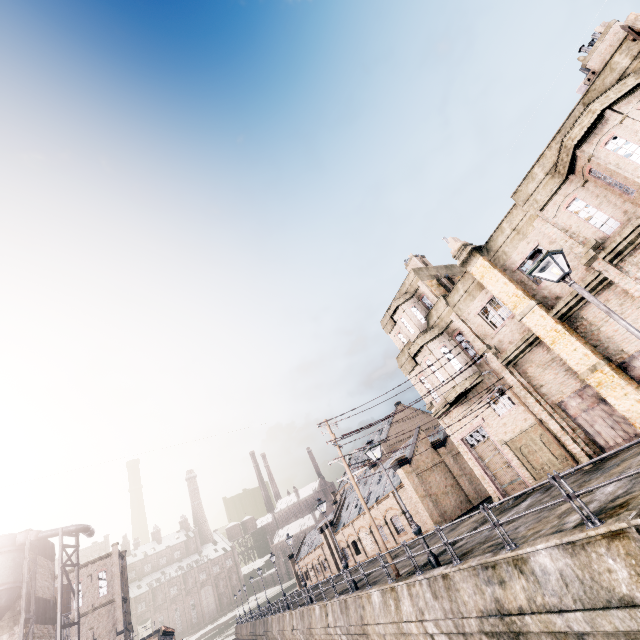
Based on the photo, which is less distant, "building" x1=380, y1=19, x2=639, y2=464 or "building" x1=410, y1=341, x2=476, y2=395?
"building" x1=380, y1=19, x2=639, y2=464

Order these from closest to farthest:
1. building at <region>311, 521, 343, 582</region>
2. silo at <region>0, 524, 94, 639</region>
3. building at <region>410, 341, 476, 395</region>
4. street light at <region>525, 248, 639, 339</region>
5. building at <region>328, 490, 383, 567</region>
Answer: street light at <region>525, 248, 639, 339</region> → silo at <region>0, 524, 94, 639</region> → building at <region>410, 341, 476, 395</region> → building at <region>328, 490, 383, 567</region> → building at <region>311, 521, 343, 582</region>

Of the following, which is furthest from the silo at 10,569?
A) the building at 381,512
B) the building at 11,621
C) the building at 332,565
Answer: the building at 332,565

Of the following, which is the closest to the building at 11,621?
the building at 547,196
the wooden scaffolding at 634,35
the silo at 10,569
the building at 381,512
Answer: the silo at 10,569

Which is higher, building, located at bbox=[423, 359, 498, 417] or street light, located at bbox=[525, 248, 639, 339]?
building, located at bbox=[423, 359, 498, 417]

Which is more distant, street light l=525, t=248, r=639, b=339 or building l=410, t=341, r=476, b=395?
building l=410, t=341, r=476, b=395

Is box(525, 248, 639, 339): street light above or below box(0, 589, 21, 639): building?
below

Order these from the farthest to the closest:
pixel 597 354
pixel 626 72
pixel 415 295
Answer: pixel 415 295
pixel 597 354
pixel 626 72
